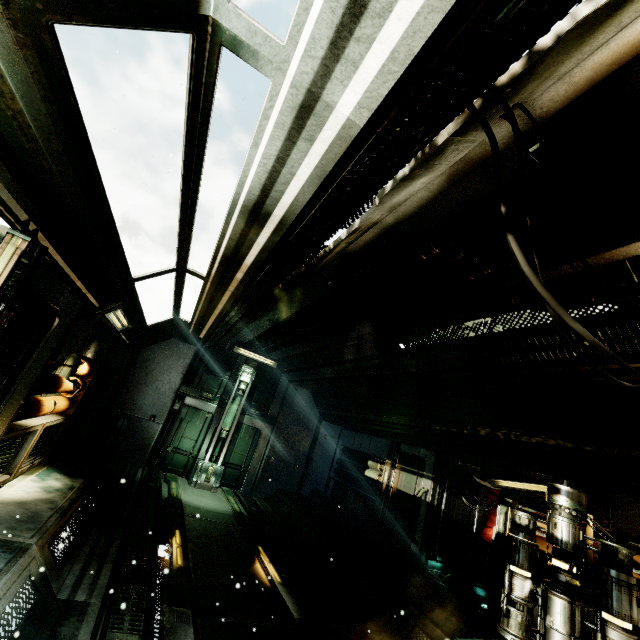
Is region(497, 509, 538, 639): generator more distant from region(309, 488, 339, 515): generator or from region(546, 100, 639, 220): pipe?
region(309, 488, 339, 515): generator

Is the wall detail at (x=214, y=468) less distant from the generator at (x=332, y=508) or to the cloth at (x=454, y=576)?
the generator at (x=332, y=508)

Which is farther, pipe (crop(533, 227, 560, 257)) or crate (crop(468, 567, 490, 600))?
crate (crop(468, 567, 490, 600))

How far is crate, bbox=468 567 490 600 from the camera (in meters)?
6.75

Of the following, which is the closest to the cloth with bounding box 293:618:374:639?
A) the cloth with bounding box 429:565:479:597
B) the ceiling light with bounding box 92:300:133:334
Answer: the cloth with bounding box 429:565:479:597

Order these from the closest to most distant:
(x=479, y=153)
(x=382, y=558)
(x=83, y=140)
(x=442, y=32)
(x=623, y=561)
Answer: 1. (x=442, y=32)
2. (x=83, y=140)
3. (x=479, y=153)
4. (x=623, y=561)
5. (x=382, y=558)

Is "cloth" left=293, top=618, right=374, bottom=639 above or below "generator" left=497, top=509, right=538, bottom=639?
below

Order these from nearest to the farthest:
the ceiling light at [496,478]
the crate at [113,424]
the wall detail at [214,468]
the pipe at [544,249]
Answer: the pipe at [544,249]
the ceiling light at [496,478]
the crate at [113,424]
the wall detail at [214,468]
